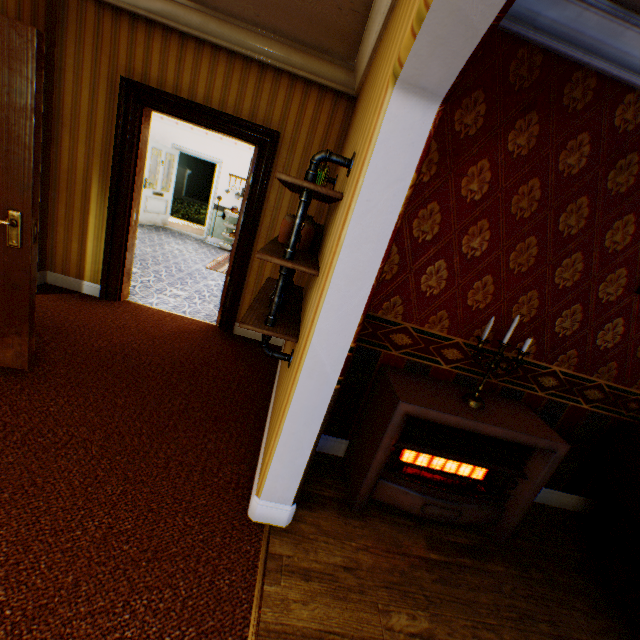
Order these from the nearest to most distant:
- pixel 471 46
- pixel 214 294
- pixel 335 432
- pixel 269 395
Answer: pixel 471 46
pixel 335 432
pixel 269 395
pixel 214 294

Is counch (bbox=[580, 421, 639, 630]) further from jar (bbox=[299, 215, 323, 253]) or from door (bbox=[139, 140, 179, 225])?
door (bbox=[139, 140, 179, 225])

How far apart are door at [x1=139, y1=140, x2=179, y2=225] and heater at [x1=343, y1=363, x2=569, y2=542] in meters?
8.6

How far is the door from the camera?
8.3 meters

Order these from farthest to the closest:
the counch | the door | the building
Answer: the door, the counch, the building

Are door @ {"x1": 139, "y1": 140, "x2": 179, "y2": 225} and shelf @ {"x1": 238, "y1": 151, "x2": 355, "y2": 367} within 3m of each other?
no

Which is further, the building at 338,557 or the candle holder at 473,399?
the candle holder at 473,399

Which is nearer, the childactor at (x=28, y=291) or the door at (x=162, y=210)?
the childactor at (x=28, y=291)
